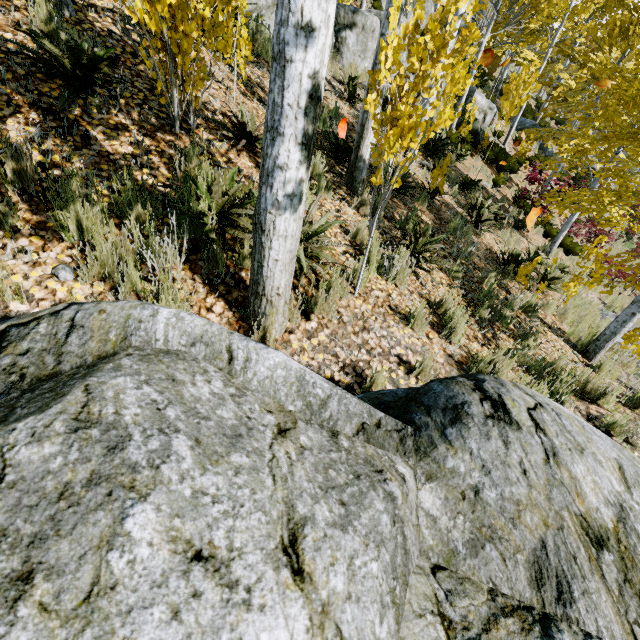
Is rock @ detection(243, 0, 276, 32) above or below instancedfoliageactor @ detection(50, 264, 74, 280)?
above

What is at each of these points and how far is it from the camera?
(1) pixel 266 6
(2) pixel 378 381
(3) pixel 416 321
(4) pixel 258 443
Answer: (1) rock, 6.6 meters
(2) instancedfoliageactor, 2.7 meters
(3) instancedfoliageactor, 3.5 meters
(4) rock, 1.0 meters

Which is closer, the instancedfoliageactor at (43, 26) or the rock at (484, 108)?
the instancedfoliageactor at (43, 26)

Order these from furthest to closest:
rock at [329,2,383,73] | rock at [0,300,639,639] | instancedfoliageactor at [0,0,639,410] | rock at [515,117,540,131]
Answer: rock at [515,117,540,131] → rock at [329,2,383,73] → instancedfoliageactor at [0,0,639,410] → rock at [0,300,639,639]

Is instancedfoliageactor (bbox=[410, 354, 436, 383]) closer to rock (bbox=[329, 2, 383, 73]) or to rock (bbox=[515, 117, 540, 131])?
rock (bbox=[329, 2, 383, 73])

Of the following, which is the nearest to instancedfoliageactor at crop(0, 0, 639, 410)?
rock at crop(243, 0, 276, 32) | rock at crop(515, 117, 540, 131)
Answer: rock at crop(243, 0, 276, 32)
